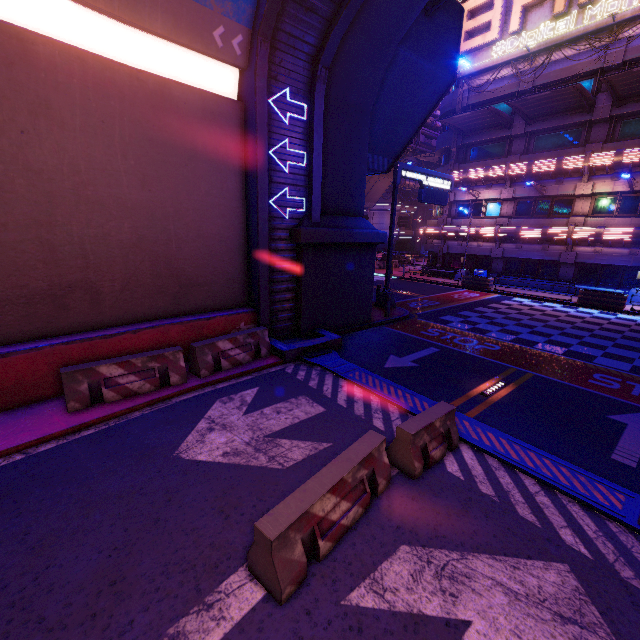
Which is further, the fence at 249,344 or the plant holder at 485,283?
the plant holder at 485,283

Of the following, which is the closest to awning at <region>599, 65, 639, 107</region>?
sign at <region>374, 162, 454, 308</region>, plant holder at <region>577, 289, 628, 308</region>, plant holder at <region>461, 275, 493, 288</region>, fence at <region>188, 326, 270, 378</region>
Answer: sign at <region>374, 162, 454, 308</region>

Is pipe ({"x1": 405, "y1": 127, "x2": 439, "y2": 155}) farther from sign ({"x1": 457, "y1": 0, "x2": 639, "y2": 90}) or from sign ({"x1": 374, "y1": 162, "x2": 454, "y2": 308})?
sign ({"x1": 374, "y1": 162, "x2": 454, "y2": 308})

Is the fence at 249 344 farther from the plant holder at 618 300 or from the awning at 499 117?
the awning at 499 117

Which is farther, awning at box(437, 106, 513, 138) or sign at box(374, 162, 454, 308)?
awning at box(437, 106, 513, 138)

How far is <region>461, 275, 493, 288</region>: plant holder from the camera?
24.4m

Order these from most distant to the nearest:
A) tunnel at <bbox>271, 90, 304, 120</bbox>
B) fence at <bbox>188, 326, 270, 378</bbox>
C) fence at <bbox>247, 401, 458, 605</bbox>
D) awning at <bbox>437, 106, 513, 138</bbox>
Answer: awning at <bbox>437, 106, 513, 138</bbox> → tunnel at <bbox>271, 90, 304, 120</bbox> → fence at <bbox>188, 326, 270, 378</bbox> → fence at <bbox>247, 401, 458, 605</bbox>

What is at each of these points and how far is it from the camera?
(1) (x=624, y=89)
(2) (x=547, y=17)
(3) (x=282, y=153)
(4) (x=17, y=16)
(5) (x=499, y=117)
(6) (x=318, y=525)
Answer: (1) awning, 19.16m
(2) sign, 21.70m
(3) tunnel, 10.26m
(4) tunnel, 6.46m
(5) awning, 23.75m
(6) fence, 4.08m
